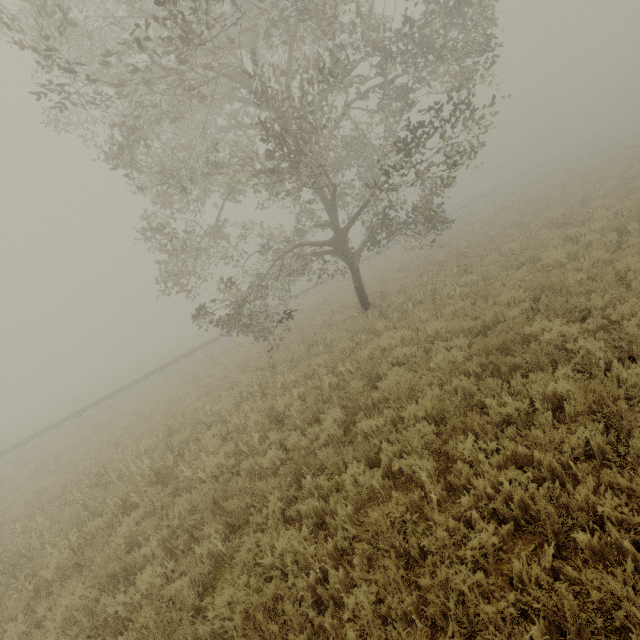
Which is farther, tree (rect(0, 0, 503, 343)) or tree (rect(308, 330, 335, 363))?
tree (rect(308, 330, 335, 363))

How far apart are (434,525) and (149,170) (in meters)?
13.50

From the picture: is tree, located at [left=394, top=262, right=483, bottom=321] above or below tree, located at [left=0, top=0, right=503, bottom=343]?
below

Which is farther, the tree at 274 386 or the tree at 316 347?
the tree at 316 347

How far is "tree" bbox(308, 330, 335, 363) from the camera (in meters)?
10.25

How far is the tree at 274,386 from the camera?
7.1m
